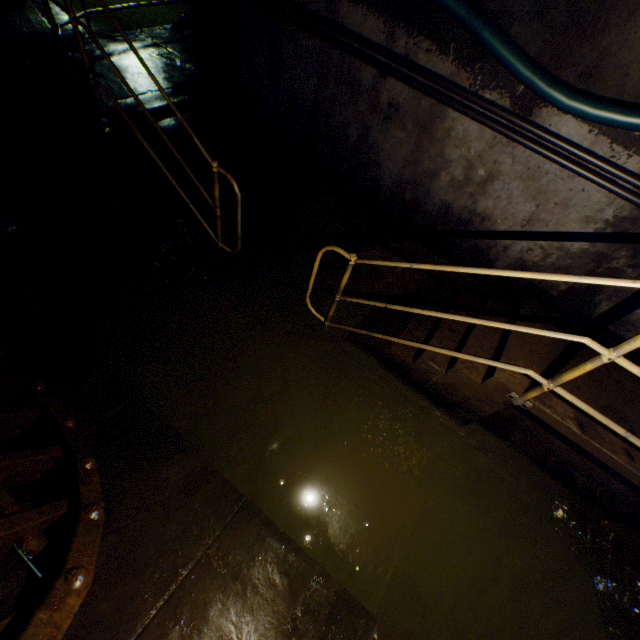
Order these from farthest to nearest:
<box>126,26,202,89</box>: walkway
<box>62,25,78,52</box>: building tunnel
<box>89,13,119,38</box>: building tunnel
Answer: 1. <box>89,13,119,38</box>: building tunnel
2. <box>62,25,78,52</box>: building tunnel
3. <box>126,26,202,89</box>: walkway

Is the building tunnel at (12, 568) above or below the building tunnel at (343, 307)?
above

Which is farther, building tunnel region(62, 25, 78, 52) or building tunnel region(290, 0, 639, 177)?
building tunnel region(62, 25, 78, 52)

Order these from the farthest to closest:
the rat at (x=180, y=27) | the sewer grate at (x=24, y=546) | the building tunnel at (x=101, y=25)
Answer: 1. the building tunnel at (x=101, y=25)
2. the rat at (x=180, y=27)
3. the sewer grate at (x=24, y=546)

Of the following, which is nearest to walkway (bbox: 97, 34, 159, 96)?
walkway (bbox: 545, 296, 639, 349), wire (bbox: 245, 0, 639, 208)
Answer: wire (bbox: 245, 0, 639, 208)

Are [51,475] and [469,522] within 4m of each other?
yes

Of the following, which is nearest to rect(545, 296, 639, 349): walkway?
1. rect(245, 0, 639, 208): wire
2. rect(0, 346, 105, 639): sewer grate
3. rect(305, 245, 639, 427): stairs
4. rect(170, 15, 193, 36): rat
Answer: rect(305, 245, 639, 427): stairs
